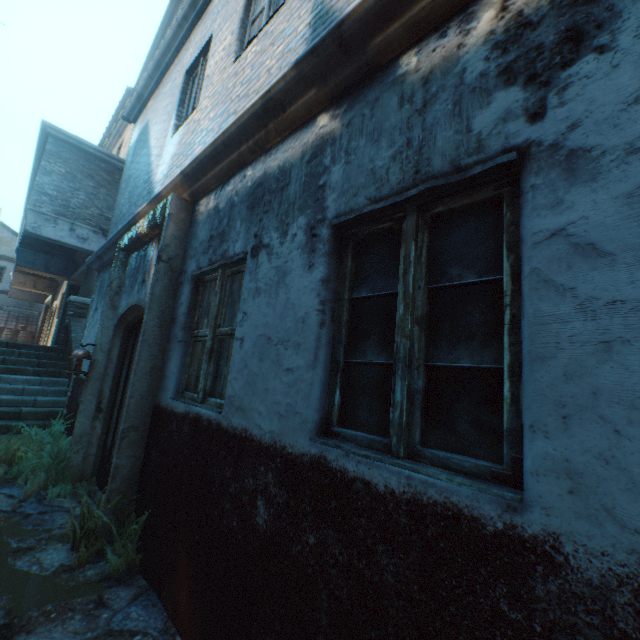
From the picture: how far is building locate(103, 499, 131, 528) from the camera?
3.05m

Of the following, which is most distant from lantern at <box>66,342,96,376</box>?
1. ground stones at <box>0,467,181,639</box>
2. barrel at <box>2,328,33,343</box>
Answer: barrel at <box>2,328,33,343</box>

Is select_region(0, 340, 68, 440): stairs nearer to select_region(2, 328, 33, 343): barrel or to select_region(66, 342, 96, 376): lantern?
select_region(66, 342, 96, 376): lantern

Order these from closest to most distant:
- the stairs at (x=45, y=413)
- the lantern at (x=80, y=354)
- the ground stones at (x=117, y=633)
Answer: the ground stones at (x=117, y=633), the lantern at (x=80, y=354), the stairs at (x=45, y=413)

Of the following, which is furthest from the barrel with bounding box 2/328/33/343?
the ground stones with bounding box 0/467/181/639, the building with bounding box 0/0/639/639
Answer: the ground stones with bounding box 0/467/181/639

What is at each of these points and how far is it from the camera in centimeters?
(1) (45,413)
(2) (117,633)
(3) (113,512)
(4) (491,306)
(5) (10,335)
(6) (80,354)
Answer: (1) stairs, 686cm
(2) ground stones, 214cm
(3) building, 308cm
(4) building, 138cm
(5) barrel, 1995cm
(6) lantern, 461cm

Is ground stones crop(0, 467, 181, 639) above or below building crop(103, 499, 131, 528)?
below

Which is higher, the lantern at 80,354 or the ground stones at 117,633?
the lantern at 80,354
